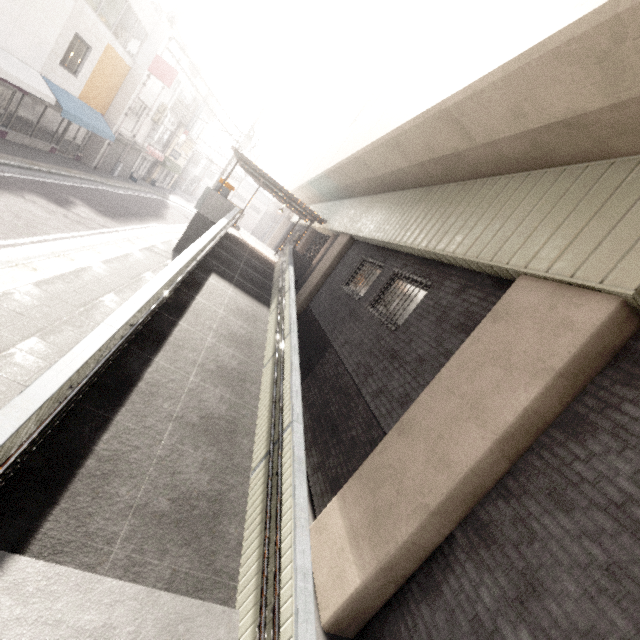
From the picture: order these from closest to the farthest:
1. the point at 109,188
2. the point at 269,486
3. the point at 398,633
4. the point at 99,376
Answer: the point at 398,633, the point at 269,486, the point at 99,376, the point at 109,188

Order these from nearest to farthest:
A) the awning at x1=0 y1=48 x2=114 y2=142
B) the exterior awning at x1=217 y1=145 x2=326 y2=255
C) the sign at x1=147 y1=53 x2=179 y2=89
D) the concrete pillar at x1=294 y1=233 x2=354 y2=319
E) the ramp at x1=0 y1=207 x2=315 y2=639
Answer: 1. the ramp at x1=0 y1=207 x2=315 y2=639
2. the awning at x1=0 y1=48 x2=114 y2=142
3. the concrete pillar at x1=294 y1=233 x2=354 y2=319
4. the exterior awning at x1=217 y1=145 x2=326 y2=255
5. the sign at x1=147 y1=53 x2=179 y2=89

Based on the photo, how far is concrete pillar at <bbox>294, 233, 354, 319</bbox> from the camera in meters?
12.8

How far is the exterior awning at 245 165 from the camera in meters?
14.9

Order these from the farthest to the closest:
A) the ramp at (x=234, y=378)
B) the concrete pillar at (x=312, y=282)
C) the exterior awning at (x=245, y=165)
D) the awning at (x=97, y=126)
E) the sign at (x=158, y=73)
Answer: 1. the sign at (x=158, y=73)
2. the exterior awning at (x=245, y=165)
3. the concrete pillar at (x=312, y=282)
4. the awning at (x=97, y=126)
5. the ramp at (x=234, y=378)

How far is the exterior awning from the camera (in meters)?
14.91

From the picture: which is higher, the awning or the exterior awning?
the exterior awning

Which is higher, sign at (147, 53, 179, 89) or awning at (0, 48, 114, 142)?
sign at (147, 53, 179, 89)
